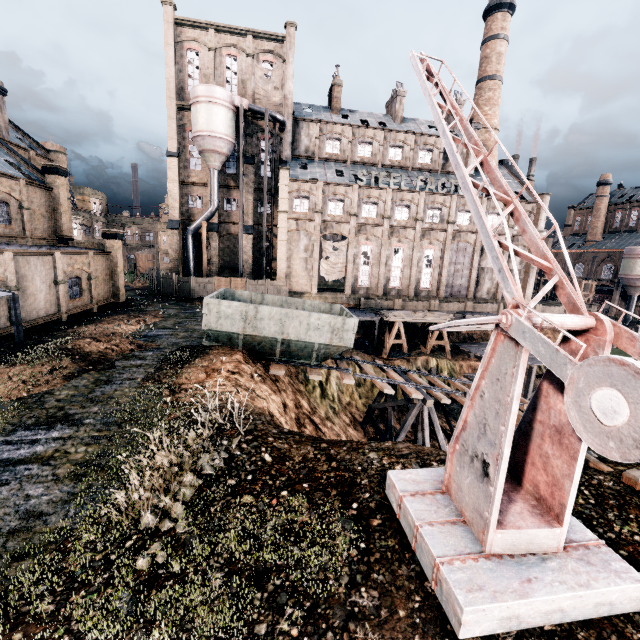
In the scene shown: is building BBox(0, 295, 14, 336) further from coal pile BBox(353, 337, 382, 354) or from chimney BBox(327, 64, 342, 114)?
coal pile BBox(353, 337, 382, 354)

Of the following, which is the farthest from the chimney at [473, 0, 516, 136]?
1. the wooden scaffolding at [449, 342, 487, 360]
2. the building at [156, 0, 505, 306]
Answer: the wooden scaffolding at [449, 342, 487, 360]

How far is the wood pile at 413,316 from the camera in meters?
35.0

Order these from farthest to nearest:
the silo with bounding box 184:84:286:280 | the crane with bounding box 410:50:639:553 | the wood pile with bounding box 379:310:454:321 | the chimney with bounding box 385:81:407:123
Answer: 1. the chimney with bounding box 385:81:407:123
2. the silo with bounding box 184:84:286:280
3. the wood pile with bounding box 379:310:454:321
4. the crane with bounding box 410:50:639:553

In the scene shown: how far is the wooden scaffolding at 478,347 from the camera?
36.6m

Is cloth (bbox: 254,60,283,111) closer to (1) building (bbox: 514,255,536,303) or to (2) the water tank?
(1) building (bbox: 514,255,536,303)

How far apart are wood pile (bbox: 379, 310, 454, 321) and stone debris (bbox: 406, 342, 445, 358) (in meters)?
3.50

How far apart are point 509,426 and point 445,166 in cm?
5054
